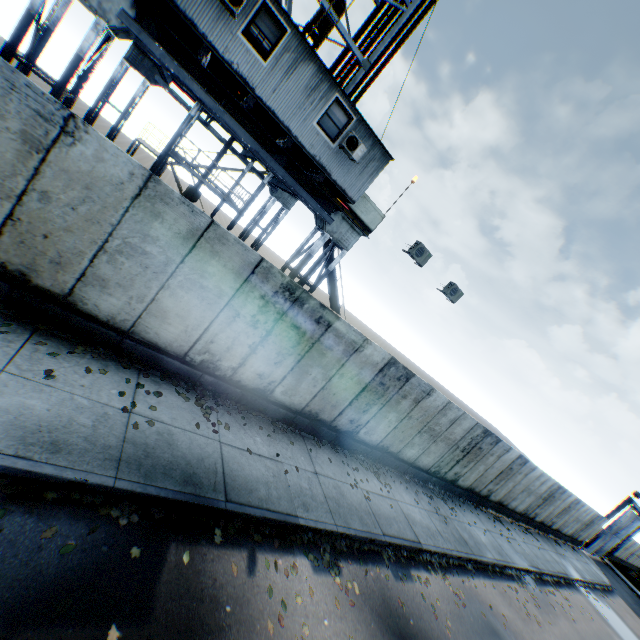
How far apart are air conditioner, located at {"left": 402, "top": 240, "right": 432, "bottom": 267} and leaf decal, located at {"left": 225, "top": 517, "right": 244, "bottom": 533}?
9.55m

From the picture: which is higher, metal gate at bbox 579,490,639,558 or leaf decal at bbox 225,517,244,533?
metal gate at bbox 579,490,639,558

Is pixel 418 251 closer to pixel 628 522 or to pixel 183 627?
pixel 183 627

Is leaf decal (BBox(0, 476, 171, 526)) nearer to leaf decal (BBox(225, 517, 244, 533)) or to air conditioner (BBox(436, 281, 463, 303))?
leaf decal (BBox(225, 517, 244, 533))

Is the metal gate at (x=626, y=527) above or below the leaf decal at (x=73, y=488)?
above

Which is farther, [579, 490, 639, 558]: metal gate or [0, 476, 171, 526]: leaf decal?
[579, 490, 639, 558]: metal gate

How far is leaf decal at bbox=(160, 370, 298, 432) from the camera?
7.13m

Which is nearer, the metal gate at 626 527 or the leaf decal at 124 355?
the leaf decal at 124 355
